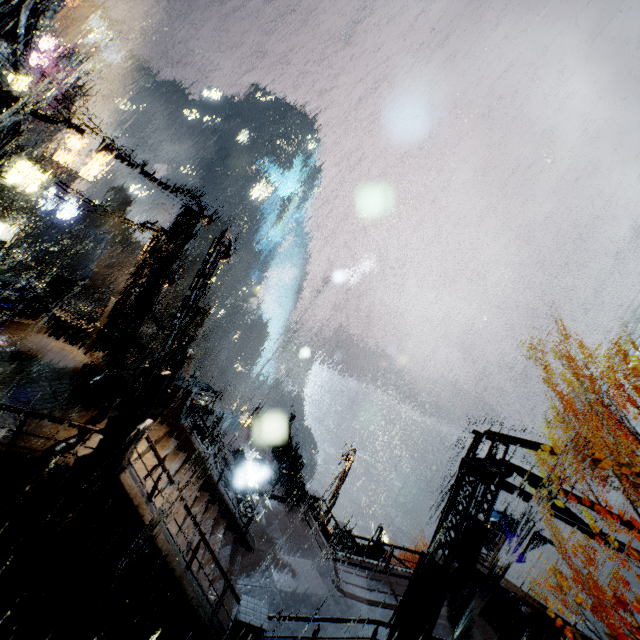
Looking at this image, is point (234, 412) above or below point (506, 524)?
below

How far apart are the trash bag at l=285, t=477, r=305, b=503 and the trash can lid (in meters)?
10.17

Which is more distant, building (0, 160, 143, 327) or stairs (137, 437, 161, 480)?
building (0, 160, 143, 327)

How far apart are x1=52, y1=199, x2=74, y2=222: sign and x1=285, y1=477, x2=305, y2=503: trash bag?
38.3m

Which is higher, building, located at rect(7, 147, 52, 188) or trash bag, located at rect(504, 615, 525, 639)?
building, located at rect(7, 147, 52, 188)

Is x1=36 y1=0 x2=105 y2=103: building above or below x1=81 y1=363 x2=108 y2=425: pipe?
above

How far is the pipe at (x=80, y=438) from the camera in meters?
8.9 m

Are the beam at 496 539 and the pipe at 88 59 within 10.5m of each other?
no
